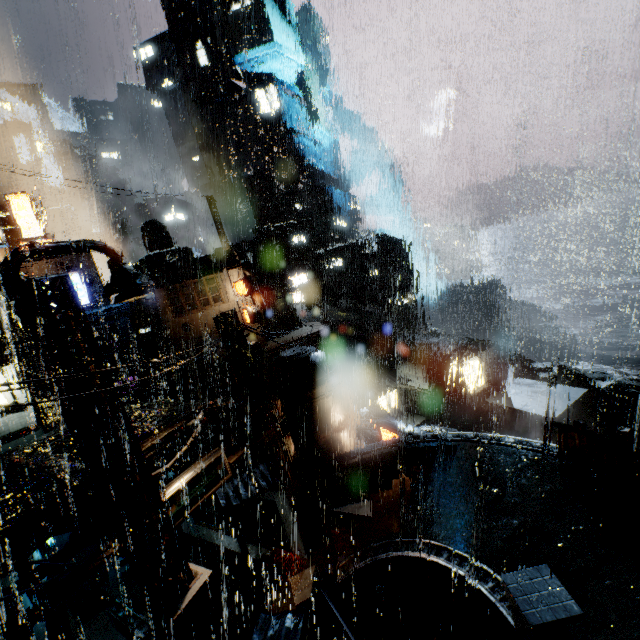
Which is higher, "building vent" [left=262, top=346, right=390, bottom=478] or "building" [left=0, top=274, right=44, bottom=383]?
"building" [left=0, top=274, right=44, bottom=383]

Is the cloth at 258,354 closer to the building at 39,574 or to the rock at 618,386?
the building at 39,574

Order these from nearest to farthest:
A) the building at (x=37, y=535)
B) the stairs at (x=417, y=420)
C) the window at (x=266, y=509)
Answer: the building at (x=37, y=535)
the window at (x=266, y=509)
the stairs at (x=417, y=420)

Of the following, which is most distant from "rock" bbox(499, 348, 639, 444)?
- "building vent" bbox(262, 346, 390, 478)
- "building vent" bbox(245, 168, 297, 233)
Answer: "building vent" bbox(262, 346, 390, 478)

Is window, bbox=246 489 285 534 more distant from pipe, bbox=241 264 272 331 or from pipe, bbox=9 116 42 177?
pipe, bbox=9 116 42 177

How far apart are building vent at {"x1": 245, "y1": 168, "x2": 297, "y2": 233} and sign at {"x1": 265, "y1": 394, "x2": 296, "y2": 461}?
40.99m

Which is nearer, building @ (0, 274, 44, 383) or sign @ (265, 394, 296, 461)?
sign @ (265, 394, 296, 461)

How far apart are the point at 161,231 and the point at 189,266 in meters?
19.4 m
